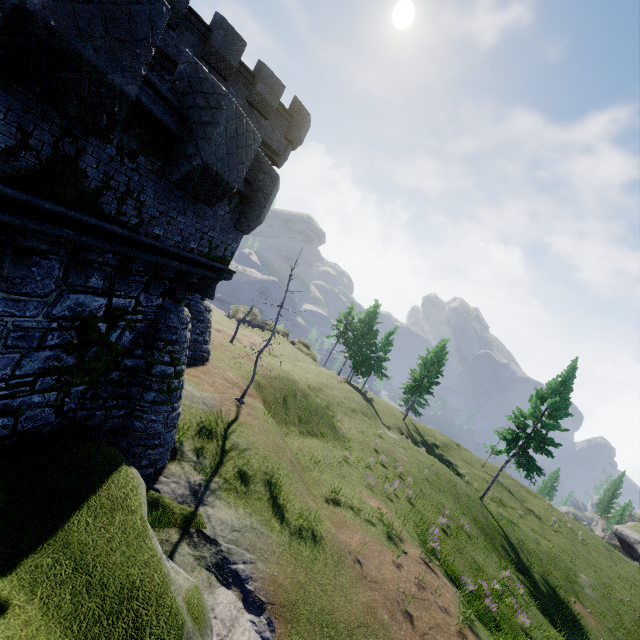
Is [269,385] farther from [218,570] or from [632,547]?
[632,547]
